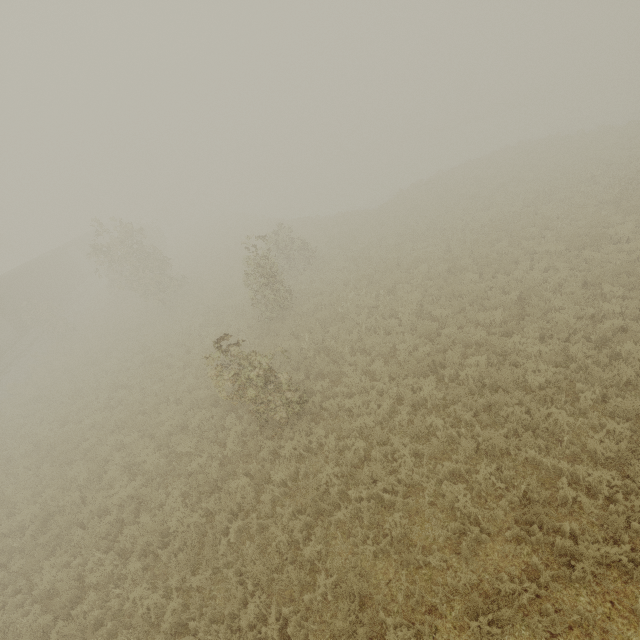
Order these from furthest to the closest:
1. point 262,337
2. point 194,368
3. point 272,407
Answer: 1. point 262,337
2. point 194,368
3. point 272,407
